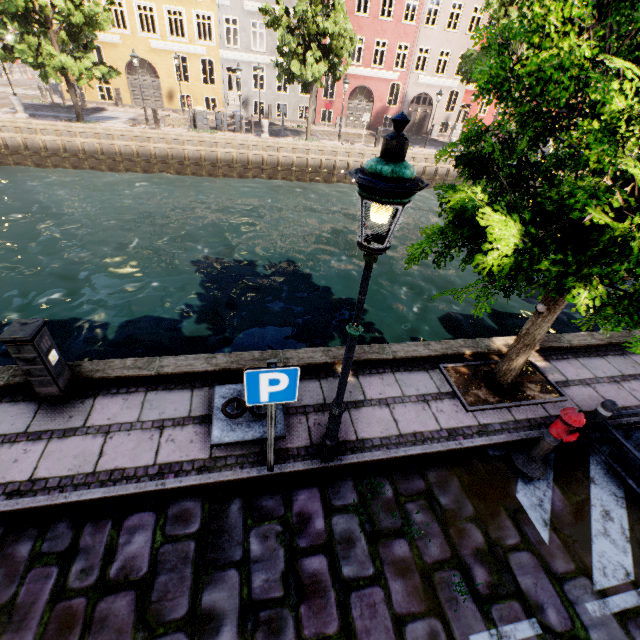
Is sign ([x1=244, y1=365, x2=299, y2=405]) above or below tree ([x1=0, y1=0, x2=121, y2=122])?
below

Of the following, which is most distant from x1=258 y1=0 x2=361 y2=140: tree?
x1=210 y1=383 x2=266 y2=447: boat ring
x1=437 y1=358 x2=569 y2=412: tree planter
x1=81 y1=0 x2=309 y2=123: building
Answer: x1=81 y1=0 x2=309 y2=123: building

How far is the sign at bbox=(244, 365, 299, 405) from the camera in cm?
287

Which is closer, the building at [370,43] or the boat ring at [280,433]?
the boat ring at [280,433]

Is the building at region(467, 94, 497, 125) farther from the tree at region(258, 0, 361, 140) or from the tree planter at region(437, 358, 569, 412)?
the tree planter at region(437, 358, 569, 412)

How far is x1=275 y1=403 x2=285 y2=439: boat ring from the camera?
4.4m

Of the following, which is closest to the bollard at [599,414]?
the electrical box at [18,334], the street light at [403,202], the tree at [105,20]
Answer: the tree at [105,20]

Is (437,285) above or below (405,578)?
below
